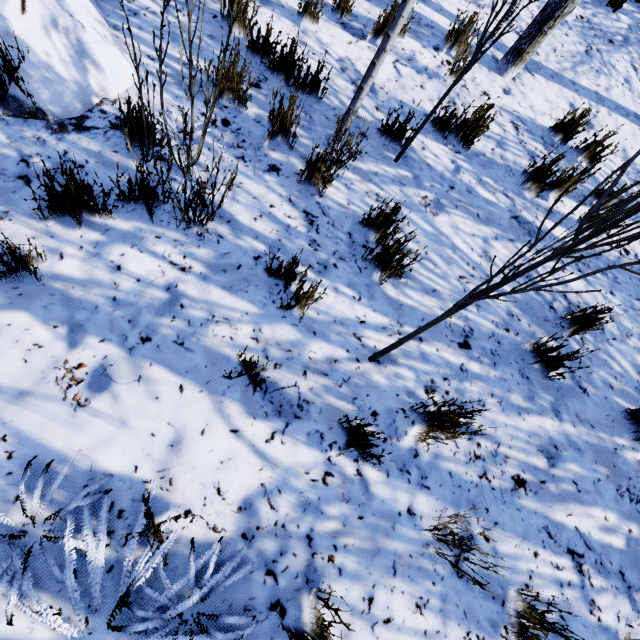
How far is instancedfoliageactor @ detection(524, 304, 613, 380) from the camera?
2.4 meters

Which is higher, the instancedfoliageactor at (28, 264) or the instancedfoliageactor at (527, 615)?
the instancedfoliageactor at (527, 615)

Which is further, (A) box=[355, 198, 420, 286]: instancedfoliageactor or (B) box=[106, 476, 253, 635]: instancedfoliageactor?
(A) box=[355, 198, 420, 286]: instancedfoliageactor

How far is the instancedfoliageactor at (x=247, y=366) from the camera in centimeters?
178cm

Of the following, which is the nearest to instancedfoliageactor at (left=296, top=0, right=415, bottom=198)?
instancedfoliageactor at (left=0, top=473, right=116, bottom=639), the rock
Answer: the rock

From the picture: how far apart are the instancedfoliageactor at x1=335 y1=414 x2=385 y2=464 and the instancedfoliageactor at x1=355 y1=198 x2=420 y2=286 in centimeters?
108cm

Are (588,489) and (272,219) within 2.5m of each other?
no
